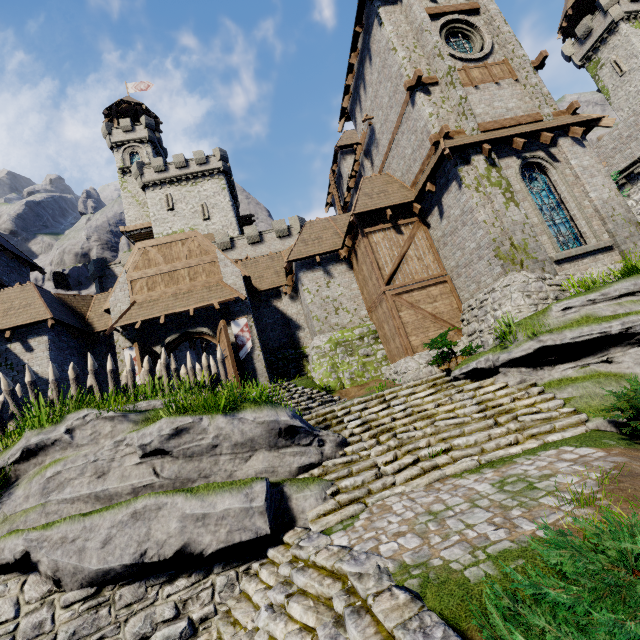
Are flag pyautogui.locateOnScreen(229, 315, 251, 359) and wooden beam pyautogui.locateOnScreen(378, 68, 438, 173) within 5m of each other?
no

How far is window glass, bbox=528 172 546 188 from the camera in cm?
1238

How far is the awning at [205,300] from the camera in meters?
14.6 m

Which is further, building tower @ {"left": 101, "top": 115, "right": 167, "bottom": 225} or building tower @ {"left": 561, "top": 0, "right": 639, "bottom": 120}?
building tower @ {"left": 101, "top": 115, "right": 167, "bottom": 225}

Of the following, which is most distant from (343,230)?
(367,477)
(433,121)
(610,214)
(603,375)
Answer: (367,477)

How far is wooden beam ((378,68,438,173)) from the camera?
12.8 meters

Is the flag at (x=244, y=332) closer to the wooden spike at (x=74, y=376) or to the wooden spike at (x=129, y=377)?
the wooden spike at (x=129, y=377)

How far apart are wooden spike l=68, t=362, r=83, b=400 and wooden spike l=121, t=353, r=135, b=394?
0.3m
